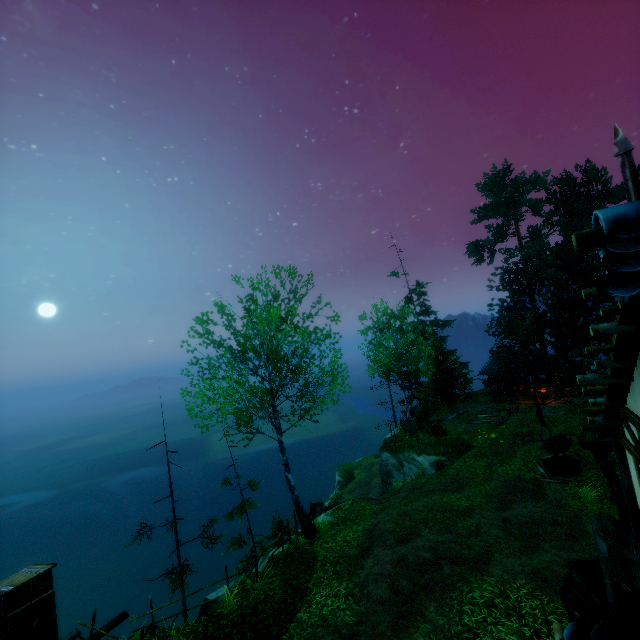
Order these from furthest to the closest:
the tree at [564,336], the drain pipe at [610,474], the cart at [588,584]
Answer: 1. the tree at [564,336]
2. the cart at [588,584]
3. the drain pipe at [610,474]

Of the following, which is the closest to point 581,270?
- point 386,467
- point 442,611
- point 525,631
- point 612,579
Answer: point 386,467

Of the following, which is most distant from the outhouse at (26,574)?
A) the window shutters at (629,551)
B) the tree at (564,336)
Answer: the window shutters at (629,551)

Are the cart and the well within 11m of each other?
yes

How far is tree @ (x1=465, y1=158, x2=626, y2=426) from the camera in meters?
22.8 m

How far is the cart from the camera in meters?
6.9 m

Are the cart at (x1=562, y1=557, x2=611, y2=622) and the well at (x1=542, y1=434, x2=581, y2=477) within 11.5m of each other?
yes
